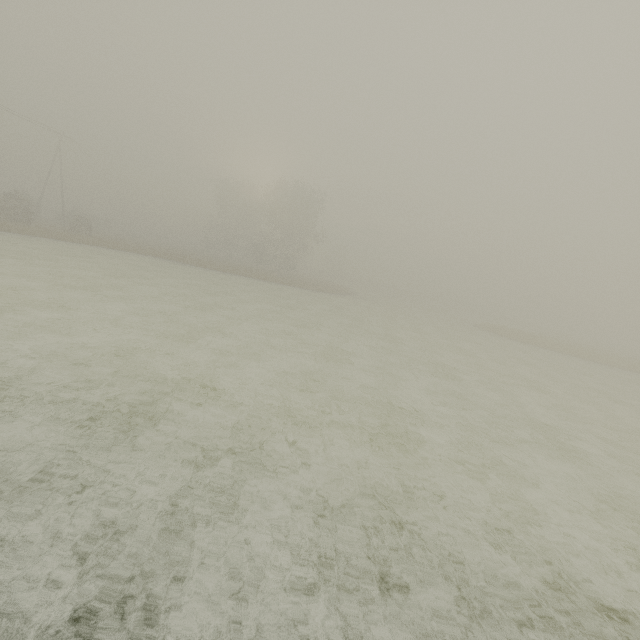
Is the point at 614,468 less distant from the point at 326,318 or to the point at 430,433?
the point at 430,433
